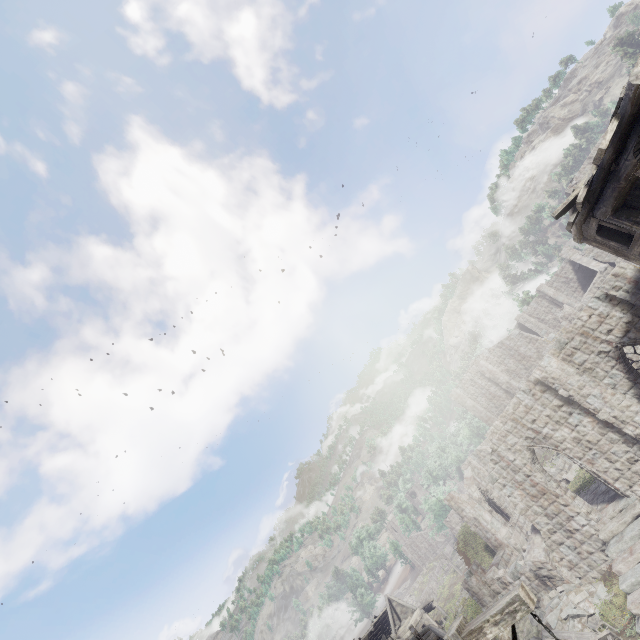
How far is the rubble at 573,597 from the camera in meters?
14.7

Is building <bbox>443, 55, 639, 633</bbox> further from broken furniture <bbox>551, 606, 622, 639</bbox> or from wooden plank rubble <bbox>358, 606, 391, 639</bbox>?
broken furniture <bbox>551, 606, 622, 639</bbox>

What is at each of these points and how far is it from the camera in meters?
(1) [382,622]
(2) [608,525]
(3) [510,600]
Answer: (1) wooden plank rubble, 41.7
(2) building, 15.0
(3) wooden lamp post, 3.8

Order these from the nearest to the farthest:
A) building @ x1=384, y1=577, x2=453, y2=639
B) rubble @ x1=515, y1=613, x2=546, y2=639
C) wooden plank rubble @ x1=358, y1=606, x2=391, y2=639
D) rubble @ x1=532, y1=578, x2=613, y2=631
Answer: rubble @ x1=532, y1=578, x2=613, y2=631, rubble @ x1=515, y1=613, x2=546, y2=639, building @ x1=384, y1=577, x2=453, y2=639, wooden plank rubble @ x1=358, y1=606, x2=391, y2=639

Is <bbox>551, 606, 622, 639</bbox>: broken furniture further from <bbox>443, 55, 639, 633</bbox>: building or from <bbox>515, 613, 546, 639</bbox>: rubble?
<bbox>443, 55, 639, 633</bbox>: building

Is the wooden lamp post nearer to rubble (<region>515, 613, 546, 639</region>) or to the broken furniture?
the broken furniture

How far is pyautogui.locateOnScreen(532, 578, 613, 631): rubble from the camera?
14.7m

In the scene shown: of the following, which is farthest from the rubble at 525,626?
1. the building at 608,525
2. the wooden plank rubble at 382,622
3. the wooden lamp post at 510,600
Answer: the wooden plank rubble at 382,622
